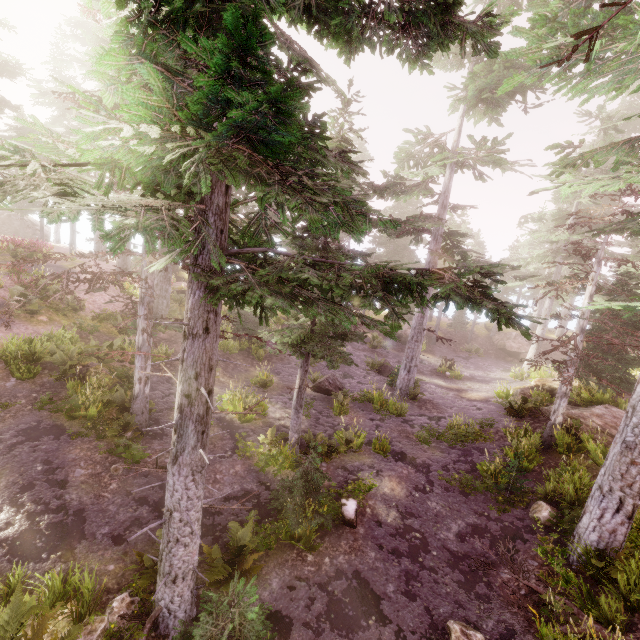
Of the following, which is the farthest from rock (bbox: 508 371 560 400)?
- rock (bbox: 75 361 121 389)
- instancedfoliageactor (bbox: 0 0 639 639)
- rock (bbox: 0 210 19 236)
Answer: rock (bbox: 0 210 19 236)

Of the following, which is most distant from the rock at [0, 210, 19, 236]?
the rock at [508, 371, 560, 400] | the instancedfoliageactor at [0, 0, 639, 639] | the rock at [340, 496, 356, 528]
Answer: the rock at [508, 371, 560, 400]

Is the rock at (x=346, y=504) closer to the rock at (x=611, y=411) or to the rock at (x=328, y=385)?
the rock at (x=328, y=385)

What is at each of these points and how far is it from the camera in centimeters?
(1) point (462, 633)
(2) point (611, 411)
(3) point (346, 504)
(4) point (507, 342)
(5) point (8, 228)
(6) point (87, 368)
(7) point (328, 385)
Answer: (1) instancedfoliageactor, 665cm
(2) rock, 1325cm
(3) rock, 957cm
(4) rock, 3172cm
(5) rock, 3794cm
(6) rock, 1256cm
(7) rock, 1739cm

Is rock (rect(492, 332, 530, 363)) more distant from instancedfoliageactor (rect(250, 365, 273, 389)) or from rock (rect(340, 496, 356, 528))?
rock (rect(340, 496, 356, 528))

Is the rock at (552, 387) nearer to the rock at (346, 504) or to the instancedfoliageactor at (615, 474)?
the instancedfoliageactor at (615, 474)

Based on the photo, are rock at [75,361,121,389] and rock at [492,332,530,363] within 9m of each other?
no

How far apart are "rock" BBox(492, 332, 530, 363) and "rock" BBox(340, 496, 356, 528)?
26.3 meters
